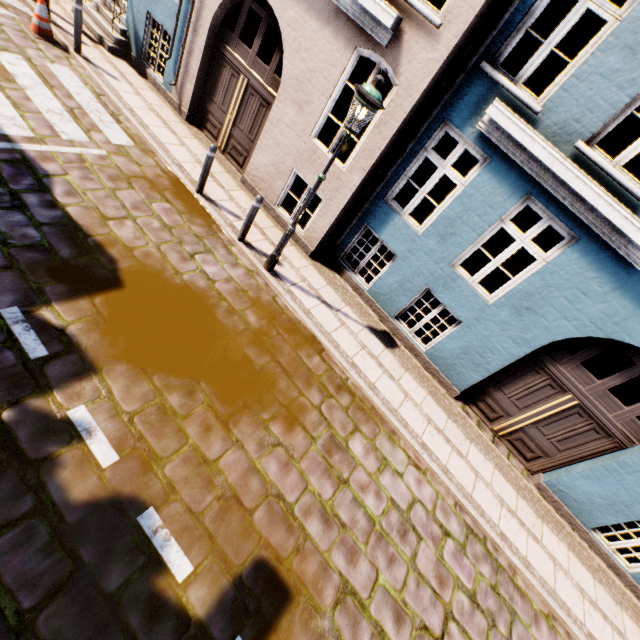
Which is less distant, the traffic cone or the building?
the building

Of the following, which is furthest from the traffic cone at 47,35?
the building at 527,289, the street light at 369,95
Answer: the street light at 369,95

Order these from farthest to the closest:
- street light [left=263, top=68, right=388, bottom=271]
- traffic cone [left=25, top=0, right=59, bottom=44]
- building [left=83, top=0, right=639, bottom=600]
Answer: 1. traffic cone [left=25, top=0, right=59, bottom=44]
2. building [left=83, top=0, right=639, bottom=600]
3. street light [left=263, top=68, right=388, bottom=271]

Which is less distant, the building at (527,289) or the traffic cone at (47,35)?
the building at (527,289)

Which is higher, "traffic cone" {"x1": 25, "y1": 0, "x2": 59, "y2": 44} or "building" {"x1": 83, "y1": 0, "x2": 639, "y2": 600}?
"building" {"x1": 83, "y1": 0, "x2": 639, "y2": 600}

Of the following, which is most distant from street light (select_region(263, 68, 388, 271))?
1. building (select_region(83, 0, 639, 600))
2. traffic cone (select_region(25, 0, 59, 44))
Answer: traffic cone (select_region(25, 0, 59, 44))

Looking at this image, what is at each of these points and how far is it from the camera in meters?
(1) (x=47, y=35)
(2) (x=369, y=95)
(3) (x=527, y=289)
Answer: (1) traffic cone, 7.7
(2) street light, 4.4
(3) building, 6.0

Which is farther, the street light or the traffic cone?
the traffic cone
